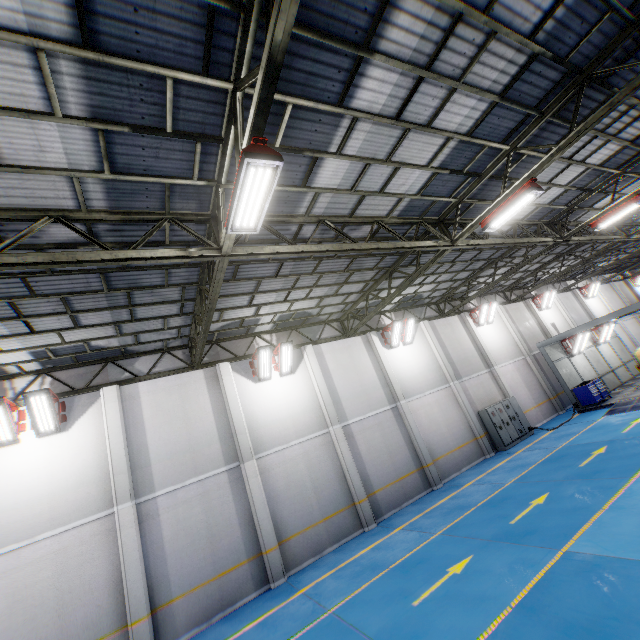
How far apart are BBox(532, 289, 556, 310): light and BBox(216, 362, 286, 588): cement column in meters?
24.3 m

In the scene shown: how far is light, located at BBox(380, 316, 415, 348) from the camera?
17.1m

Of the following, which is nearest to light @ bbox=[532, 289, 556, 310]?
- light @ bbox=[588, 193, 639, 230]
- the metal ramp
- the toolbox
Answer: the toolbox

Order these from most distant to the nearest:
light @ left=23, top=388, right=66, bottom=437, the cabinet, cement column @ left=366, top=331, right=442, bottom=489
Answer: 1. the cabinet
2. cement column @ left=366, top=331, right=442, bottom=489
3. light @ left=23, top=388, right=66, bottom=437

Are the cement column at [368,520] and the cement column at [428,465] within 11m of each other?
yes

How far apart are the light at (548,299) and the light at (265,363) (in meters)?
22.61

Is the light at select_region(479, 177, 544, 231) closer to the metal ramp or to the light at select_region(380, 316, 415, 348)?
the light at select_region(380, 316, 415, 348)

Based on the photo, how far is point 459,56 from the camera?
5.86m
